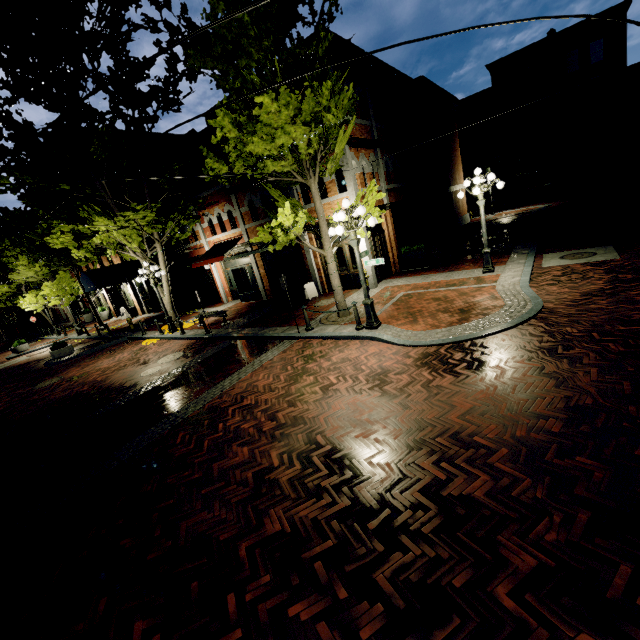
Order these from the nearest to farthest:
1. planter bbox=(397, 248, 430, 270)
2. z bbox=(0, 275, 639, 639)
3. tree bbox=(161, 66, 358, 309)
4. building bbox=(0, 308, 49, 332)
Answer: z bbox=(0, 275, 639, 639)
tree bbox=(161, 66, 358, 309)
planter bbox=(397, 248, 430, 270)
building bbox=(0, 308, 49, 332)

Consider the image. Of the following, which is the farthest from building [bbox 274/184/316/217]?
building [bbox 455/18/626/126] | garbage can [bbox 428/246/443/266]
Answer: garbage can [bbox 428/246/443/266]

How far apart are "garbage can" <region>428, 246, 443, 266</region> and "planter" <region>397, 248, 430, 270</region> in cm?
3

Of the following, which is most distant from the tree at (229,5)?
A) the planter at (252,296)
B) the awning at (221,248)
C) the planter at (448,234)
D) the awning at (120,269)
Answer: the planter at (448,234)

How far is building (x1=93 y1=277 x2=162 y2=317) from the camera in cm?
2517

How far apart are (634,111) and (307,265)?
37.8 meters

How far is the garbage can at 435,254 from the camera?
15.0m
